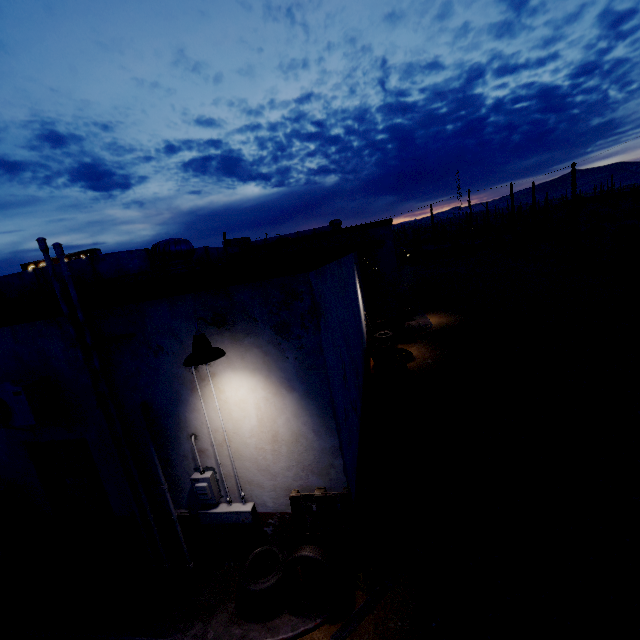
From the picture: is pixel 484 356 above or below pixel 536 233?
below

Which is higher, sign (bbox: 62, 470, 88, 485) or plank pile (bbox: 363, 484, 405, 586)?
sign (bbox: 62, 470, 88, 485)

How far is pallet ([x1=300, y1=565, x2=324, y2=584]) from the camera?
4.2 meters

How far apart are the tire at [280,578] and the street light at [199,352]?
2.7m

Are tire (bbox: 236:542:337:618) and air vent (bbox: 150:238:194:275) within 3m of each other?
no

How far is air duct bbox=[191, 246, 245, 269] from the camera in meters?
7.1 m

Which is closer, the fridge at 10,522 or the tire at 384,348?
the fridge at 10,522

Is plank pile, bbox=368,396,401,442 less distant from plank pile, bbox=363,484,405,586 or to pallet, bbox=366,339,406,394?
pallet, bbox=366,339,406,394
